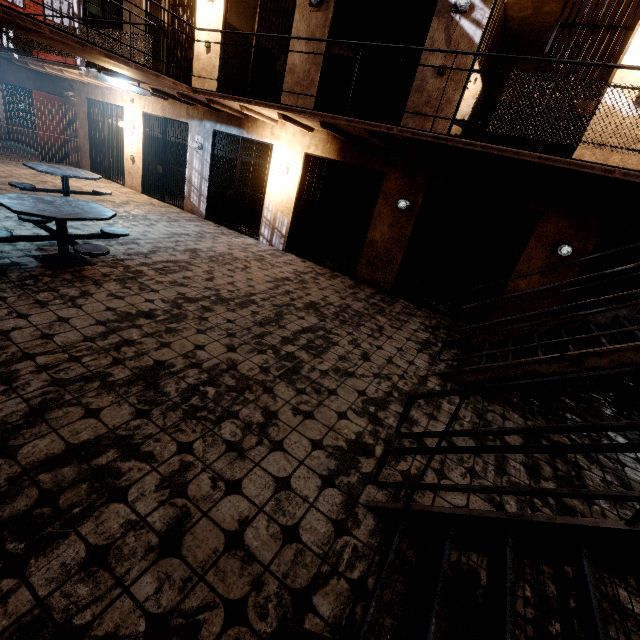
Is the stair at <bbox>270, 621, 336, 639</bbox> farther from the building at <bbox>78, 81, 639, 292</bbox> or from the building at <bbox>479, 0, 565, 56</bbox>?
the building at <bbox>78, 81, 639, 292</bbox>

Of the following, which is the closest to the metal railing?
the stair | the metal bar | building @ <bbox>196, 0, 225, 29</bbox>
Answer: building @ <bbox>196, 0, 225, 29</bbox>

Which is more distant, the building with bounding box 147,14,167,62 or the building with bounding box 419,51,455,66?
the building with bounding box 147,14,167,62

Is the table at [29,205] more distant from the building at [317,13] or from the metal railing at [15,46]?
the building at [317,13]

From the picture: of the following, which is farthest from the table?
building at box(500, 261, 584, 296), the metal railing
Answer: building at box(500, 261, 584, 296)

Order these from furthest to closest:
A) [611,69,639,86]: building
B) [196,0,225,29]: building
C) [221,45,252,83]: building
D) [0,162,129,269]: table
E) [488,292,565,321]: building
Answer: [221,45,252,83]: building < [196,0,225,29]: building < [488,292,565,321]: building < [611,69,639,86]: building < [0,162,129,269]: table

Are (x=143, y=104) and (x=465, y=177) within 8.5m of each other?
no

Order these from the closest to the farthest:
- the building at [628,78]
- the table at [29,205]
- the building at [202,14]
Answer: the table at [29,205], the building at [628,78], the building at [202,14]
